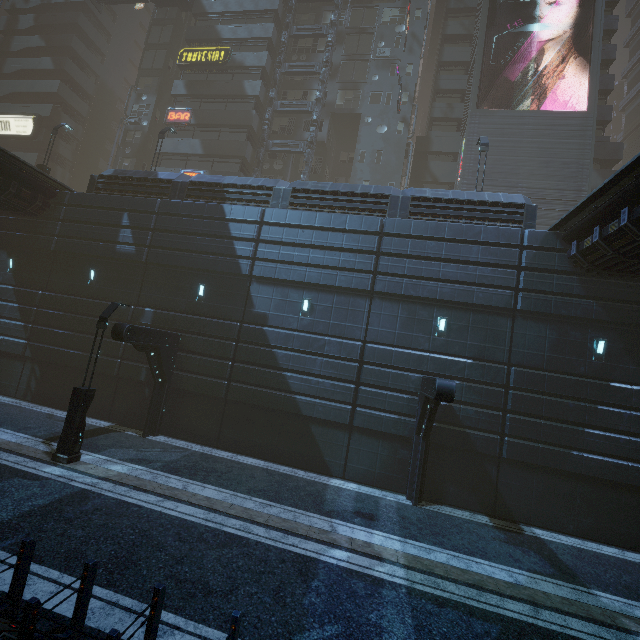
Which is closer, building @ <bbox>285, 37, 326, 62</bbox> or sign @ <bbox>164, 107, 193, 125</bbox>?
sign @ <bbox>164, 107, 193, 125</bbox>

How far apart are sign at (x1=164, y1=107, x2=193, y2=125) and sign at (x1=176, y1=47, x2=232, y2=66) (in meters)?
4.34

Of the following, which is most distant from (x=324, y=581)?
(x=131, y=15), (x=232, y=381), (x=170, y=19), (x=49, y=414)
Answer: (x=131, y=15)

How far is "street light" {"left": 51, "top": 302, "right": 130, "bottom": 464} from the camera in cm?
1070

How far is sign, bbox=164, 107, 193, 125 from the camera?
29.69m

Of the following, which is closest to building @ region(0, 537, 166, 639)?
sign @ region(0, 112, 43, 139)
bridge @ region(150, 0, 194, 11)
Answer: sign @ region(0, 112, 43, 139)

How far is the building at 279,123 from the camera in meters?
30.9

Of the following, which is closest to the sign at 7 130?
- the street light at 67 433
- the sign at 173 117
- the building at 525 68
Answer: the building at 525 68
